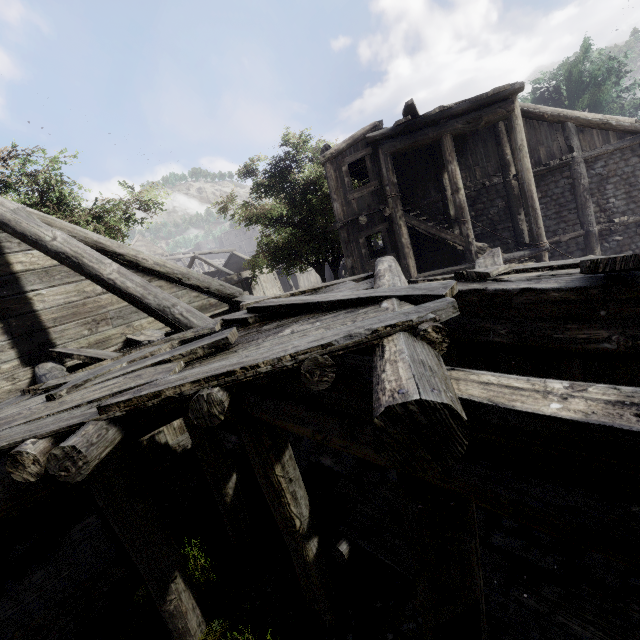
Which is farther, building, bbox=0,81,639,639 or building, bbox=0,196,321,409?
building, bbox=0,196,321,409

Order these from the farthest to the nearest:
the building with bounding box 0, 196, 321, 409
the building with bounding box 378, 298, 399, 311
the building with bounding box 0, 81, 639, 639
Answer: the building with bounding box 0, 196, 321, 409 → the building with bounding box 378, 298, 399, 311 → the building with bounding box 0, 81, 639, 639

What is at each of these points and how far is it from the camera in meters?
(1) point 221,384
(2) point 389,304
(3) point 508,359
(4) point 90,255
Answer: (1) wooden plank rubble, 2.1 m
(2) building, 2.8 m
(3) building, 4.1 m
(4) building, 4.9 m

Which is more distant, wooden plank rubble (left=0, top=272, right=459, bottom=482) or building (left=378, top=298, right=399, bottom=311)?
building (left=378, top=298, right=399, bottom=311)

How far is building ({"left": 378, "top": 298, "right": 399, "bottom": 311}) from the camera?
2.6m

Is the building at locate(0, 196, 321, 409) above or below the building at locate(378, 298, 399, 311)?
above

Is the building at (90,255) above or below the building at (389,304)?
above

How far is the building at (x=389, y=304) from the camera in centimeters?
261cm
